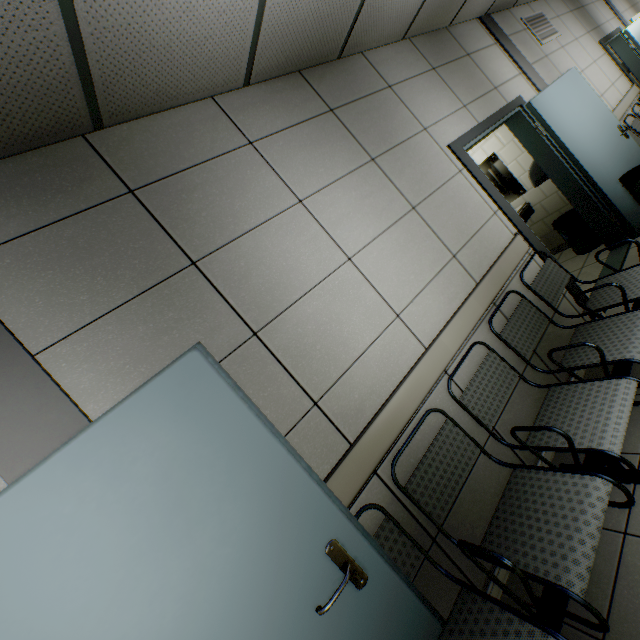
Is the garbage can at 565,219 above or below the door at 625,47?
below

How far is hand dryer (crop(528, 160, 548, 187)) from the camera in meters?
4.0

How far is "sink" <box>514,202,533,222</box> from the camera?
4.8 meters

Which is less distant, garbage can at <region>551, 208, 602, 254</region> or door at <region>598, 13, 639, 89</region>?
garbage can at <region>551, 208, 602, 254</region>

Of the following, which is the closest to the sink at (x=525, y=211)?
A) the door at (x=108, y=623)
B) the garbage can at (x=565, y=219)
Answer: the garbage can at (x=565, y=219)

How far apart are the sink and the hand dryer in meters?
0.6

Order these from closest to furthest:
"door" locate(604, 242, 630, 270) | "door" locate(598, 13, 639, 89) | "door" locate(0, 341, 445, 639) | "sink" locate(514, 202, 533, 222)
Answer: "door" locate(0, 341, 445, 639)
"door" locate(604, 242, 630, 270)
"sink" locate(514, 202, 533, 222)
"door" locate(598, 13, 639, 89)

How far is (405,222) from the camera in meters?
2.4
